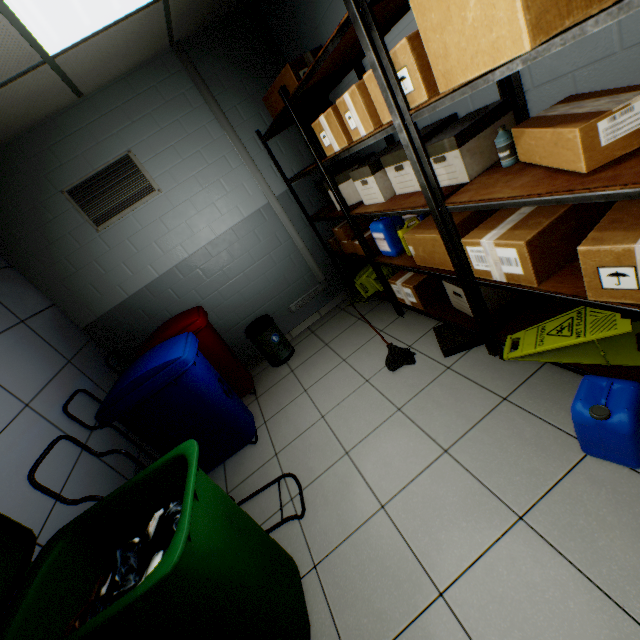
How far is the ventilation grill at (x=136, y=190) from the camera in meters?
3.2

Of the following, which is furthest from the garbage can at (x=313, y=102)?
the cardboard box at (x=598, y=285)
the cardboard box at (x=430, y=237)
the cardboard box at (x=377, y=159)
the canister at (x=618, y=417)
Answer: the canister at (x=618, y=417)

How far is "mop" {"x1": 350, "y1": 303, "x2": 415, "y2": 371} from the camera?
2.72m

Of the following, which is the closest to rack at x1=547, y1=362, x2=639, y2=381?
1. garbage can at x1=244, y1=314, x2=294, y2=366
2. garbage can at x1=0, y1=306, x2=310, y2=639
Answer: garbage can at x1=244, y1=314, x2=294, y2=366

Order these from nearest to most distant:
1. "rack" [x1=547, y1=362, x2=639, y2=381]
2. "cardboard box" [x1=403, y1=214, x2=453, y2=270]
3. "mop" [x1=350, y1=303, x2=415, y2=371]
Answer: "rack" [x1=547, y1=362, x2=639, y2=381]
"cardboard box" [x1=403, y1=214, x2=453, y2=270]
"mop" [x1=350, y1=303, x2=415, y2=371]

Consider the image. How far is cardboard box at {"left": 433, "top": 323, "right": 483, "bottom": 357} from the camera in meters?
2.5

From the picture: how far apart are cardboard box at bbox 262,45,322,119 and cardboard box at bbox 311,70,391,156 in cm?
93

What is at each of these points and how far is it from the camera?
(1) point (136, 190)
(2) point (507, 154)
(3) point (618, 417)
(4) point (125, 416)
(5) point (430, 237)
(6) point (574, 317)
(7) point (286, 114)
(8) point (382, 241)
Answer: (1) ventilation grill, 3.36m
(2) bottle, 1.64m
(3) canister, 1.30m
(4) garbage can, 2.38m
(5) cardboard box, 2.11m
(6) sign, 1.74m
(7) rack, 2.98m
(8) canister, 2.79m
